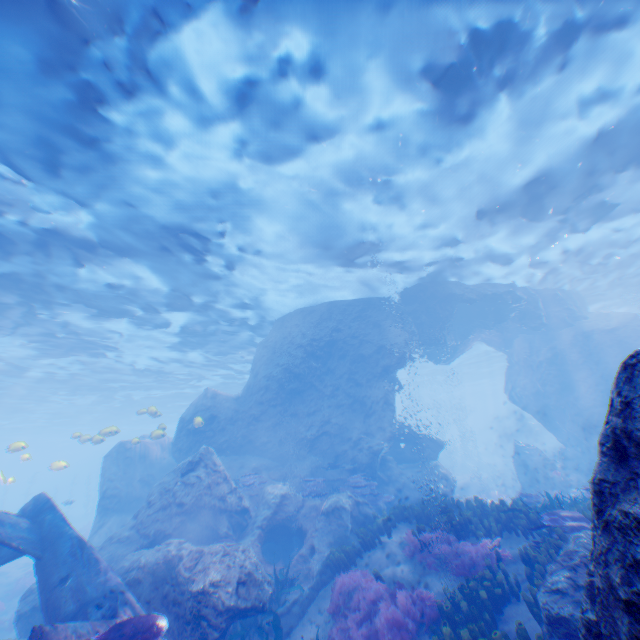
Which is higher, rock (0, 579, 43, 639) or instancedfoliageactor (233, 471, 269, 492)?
instancedfoliageactor (233, 471, 269, 492)

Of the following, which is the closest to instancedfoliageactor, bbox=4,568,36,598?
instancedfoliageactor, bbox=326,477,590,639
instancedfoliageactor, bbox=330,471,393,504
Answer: instancedfoliageactor, bbox=326,477,590,639

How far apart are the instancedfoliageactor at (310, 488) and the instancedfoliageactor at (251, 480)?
1.3m

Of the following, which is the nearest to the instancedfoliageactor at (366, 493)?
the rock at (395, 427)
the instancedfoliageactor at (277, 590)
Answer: the rock at (395, 427)

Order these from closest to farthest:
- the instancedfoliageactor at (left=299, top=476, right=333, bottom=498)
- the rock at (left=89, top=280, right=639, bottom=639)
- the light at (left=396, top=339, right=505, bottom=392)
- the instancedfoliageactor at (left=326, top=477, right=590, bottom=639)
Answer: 1. the rock at (left=89, top=280, right=639, bottom=639)
2. the instancedfoliageactor at (left=326, top=477, right=590, bottom=639)
3. the instancedfoliageactor at (left=299, top=476, right=333, bottom=498)
4. the light at (left=396, top=339, right=505, bottom=392)

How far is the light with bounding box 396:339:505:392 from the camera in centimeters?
3703cm

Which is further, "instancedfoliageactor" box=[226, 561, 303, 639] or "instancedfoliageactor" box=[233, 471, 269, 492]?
"instancedfoliageactor" box=[233, 471, 269, 492]

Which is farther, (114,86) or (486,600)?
(114,86)
